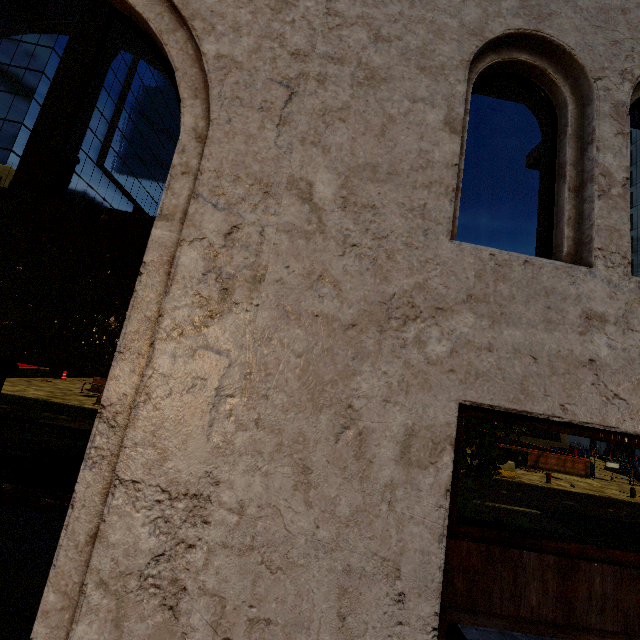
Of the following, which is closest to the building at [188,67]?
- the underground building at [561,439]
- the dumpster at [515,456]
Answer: the dumpster at [515,456]

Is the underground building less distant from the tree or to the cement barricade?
the tree

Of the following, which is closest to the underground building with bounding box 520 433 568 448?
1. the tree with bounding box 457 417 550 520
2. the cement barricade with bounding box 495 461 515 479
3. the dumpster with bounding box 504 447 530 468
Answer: the tree with bounding box 457 417 550 520

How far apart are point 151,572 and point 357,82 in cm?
289

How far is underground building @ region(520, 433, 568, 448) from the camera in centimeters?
3712cm

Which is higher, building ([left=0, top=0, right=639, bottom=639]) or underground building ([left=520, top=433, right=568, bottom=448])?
building ([left=0, top=0, right=639, bottom=639])

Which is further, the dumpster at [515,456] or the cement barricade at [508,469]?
the dumpster at [515,456]

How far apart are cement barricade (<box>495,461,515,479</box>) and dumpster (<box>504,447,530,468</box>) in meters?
4.4 m
